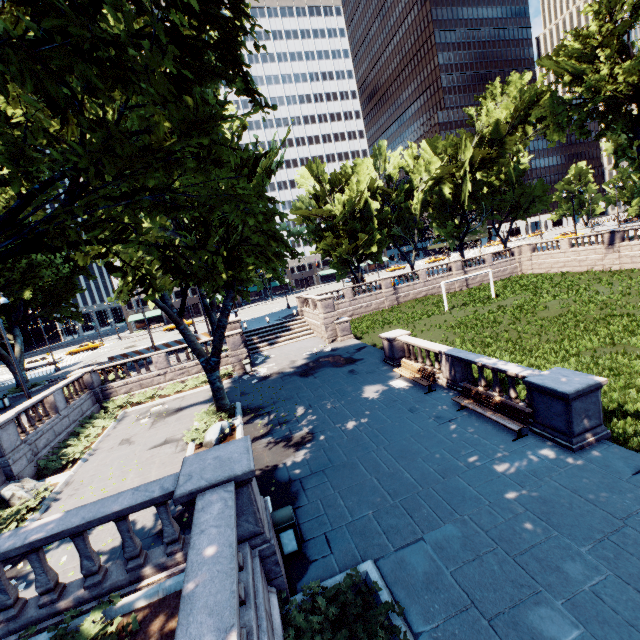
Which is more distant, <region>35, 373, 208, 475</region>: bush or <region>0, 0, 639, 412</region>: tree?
<region>35, 373, 208, 475</region>: bush

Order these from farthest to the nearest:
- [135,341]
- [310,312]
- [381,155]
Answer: [135,341] < [381,155] < [310,312]

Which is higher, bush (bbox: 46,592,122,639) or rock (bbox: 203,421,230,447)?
bush (bbox: 46,592,122,639)

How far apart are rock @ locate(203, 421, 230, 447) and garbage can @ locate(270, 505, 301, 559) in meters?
6.7 m

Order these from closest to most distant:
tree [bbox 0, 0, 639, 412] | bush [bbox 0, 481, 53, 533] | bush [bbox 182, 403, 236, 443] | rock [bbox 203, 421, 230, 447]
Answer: tree [bbox 0, 0, 639, 412] → bush [bbox 0, 481, 53, 533] → rock [bbox 203, 421, 230, 447] → bush [bbox 182, 403, 236, 443]

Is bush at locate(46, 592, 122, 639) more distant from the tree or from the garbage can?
the garbage can

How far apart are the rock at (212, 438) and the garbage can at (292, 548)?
6.7m

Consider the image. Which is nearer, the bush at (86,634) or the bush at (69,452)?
the bush at (86,634)
